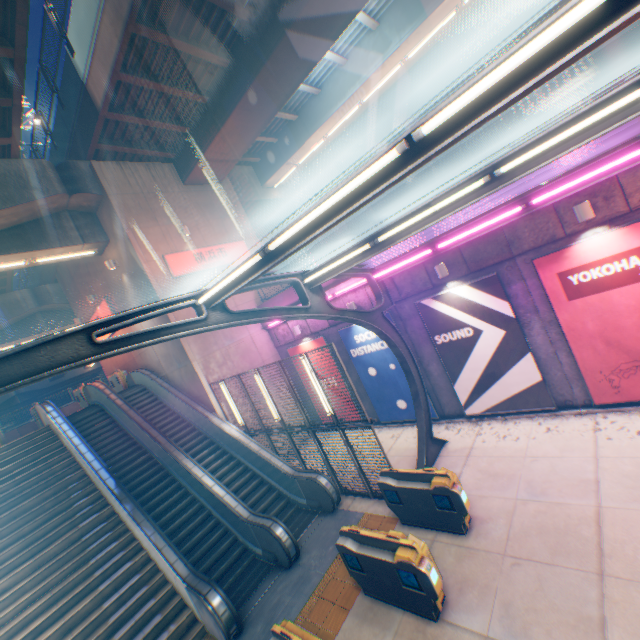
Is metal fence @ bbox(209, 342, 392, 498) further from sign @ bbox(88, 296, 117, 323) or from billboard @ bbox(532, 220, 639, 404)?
sign @ bbox(88, 296, 117, 323)

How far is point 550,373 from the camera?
9.23m

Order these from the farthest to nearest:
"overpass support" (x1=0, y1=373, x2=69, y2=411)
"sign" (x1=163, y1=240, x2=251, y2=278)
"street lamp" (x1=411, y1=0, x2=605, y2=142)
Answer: "overpass support" (x1=0, y1=373, x2=69, y2=411)
"sign" (x1=163, y1=240, x2=251, y2=278)
"street lamp" (x1=411, y1=0, x2=605, y2=142)

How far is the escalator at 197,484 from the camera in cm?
849

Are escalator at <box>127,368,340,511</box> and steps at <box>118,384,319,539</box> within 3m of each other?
yes

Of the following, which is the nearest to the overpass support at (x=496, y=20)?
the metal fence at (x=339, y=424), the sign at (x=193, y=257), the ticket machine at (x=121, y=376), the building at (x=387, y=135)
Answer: the building at (x=387, y=135)

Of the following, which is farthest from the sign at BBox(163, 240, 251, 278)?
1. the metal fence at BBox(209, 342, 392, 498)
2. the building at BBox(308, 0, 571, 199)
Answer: the building at BBox(308, 0, 571, 199)

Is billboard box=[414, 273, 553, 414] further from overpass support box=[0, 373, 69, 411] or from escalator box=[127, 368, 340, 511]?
overpass support box=[0, 373, 69, 411]
